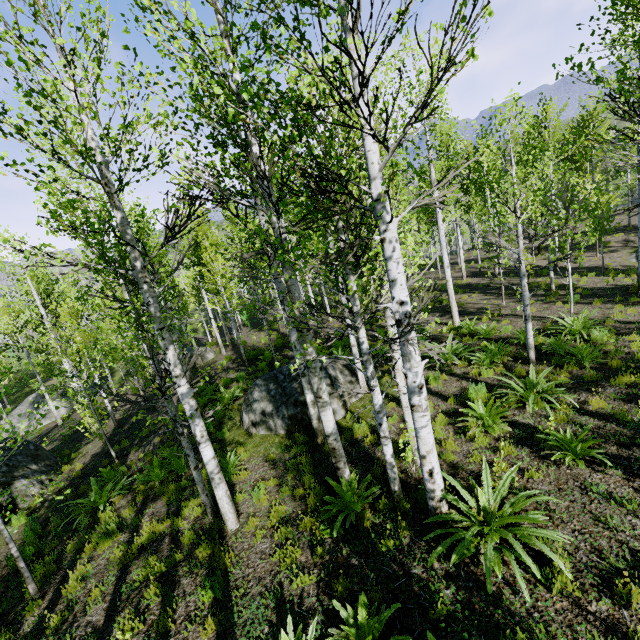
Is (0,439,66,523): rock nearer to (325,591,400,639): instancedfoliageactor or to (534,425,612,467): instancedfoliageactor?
(325,591,400,639): instancedfoliageactor

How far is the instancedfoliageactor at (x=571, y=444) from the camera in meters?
5.1 m

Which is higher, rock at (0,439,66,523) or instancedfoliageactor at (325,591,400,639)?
instancedfoliageactor at (325,591,400,639)

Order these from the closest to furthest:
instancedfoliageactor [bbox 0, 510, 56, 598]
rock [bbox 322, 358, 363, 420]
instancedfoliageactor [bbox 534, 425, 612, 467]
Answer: instancedfoliageactor [bbox 534, 425, 612, 467], instancedfoliageactor [bbox 0, 510, 56, 598], rock [bbox 322, 358, 363, 420]

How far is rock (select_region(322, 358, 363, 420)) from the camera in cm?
941

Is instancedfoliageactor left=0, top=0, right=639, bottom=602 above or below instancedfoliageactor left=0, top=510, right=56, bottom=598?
above

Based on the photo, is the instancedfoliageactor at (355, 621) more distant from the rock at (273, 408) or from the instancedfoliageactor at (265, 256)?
the instancedfoliageactor at (265, 256)

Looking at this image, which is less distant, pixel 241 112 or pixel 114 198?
pixel 241 112
